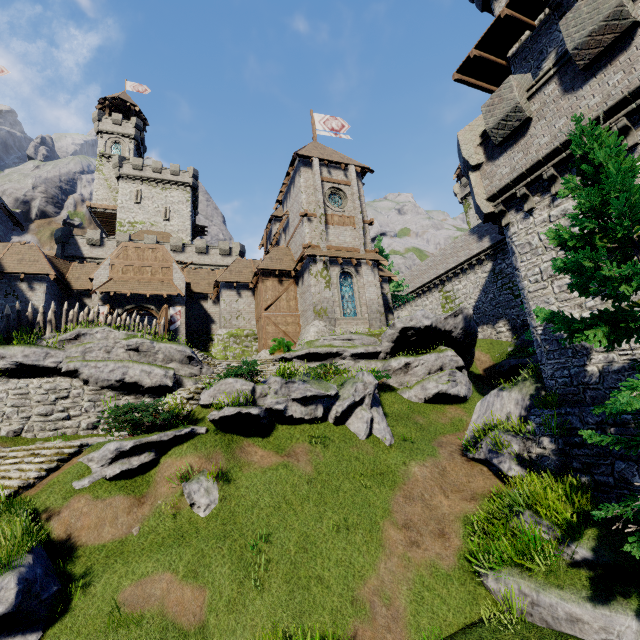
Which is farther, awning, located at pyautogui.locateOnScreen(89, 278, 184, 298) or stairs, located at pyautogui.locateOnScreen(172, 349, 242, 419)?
awning, located at pyautogui.locateOnScreen(89, 278, 184, 298)

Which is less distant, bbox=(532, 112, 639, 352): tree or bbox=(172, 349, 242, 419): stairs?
bbox=(532, 112, 639, 352): tree

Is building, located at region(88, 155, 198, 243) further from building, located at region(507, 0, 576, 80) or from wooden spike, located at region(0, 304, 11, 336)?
building, located at region(507, 0, 576, 80)

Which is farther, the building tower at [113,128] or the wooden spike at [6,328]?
the building tower at [113,128]

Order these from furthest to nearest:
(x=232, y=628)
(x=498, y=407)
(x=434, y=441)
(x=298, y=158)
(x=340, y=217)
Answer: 1. (x=298, y=158)
2. (x=340, y=217)
3. (x=434, y=441)
4. (x=498, y=407)
5. (x=232, y=628)

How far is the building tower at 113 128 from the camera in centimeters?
4828cm

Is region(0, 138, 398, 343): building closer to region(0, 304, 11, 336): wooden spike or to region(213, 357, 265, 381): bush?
region(0, 304, 11, 336): wooden spike

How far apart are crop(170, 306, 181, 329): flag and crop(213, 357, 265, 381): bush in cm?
1328
